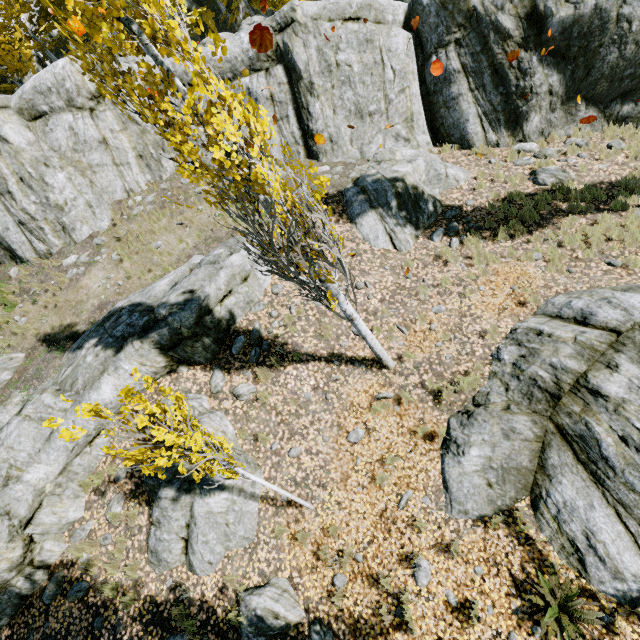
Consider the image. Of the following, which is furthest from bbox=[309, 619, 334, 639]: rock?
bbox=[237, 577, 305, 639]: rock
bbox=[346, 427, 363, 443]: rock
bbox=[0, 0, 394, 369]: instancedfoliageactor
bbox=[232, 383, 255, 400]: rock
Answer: bbox=[232, 383, 255, 400]: rock

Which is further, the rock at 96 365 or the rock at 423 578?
the rock at 96 365

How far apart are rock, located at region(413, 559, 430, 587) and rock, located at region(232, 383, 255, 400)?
4.73m

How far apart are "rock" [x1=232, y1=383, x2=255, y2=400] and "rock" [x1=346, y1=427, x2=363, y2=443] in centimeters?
251cm

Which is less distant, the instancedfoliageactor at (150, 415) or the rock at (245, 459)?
the instancedfoliageactor at (150, 415)

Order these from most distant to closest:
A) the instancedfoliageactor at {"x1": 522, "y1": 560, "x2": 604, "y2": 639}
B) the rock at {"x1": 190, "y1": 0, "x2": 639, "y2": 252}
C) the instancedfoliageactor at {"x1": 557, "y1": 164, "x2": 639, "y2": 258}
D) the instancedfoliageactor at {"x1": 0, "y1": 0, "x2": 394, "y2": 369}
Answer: the rock at {"x1": 190, "y1": 0, "x2": 639, "y2": 252} < the instancedfoliageactor at {"x1": 557, "y1": 164, "x2": 639, "y2": 258} < the instancedfoliageactor at {"x1": 522, "y1": 560, "x2": 604, "y2": 639} < the instancedfoliageactor at {"x1": 0, "y1": 0, "x2": 394, "y2": 369}

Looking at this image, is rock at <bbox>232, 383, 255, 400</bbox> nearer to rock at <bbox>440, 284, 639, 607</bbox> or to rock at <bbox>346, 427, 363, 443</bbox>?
rock at <bbox>440, 284, 639, 607</bbox>

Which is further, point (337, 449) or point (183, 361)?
point (183, 361)
